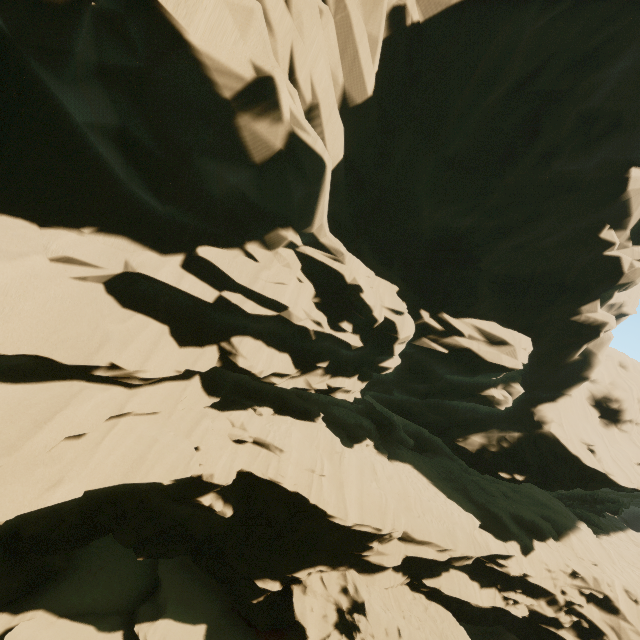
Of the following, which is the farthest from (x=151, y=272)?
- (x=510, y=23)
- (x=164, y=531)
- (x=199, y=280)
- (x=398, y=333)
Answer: (x=510, y=23)
